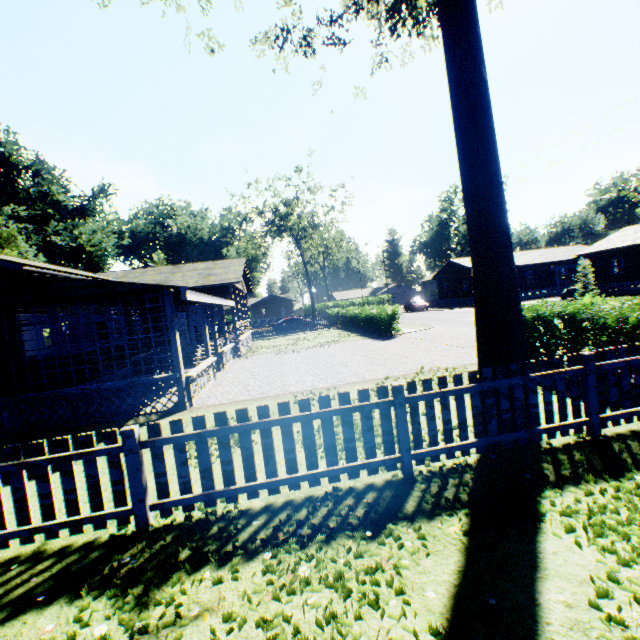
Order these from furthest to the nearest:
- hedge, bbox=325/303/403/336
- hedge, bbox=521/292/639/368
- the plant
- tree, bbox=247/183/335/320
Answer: tree, bbox=247/183/335/320 < the plant < hedge, bbox=325/303/403/336 < hedge, bbox=521/292/639/368

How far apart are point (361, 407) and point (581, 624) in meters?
2.7 m

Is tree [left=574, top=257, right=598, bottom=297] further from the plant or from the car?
the plant

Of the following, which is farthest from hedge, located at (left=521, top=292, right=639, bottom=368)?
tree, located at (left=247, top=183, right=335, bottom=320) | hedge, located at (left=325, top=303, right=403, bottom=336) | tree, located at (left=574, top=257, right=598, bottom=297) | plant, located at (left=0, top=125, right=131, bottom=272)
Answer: tree, located at (left=247, top=183, right=335, bottom=320)

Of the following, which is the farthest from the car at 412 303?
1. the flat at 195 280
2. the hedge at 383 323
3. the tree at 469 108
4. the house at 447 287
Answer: the tree at 469 108

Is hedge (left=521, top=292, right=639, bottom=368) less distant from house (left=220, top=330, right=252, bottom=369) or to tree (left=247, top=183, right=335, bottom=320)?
house (left=220, top=330, right=252, bottom=369)

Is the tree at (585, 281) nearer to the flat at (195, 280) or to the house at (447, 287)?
the house at (447, 287)

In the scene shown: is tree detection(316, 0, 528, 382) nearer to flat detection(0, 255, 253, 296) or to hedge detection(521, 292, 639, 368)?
hedge detection(521, 292, 639, 368)
